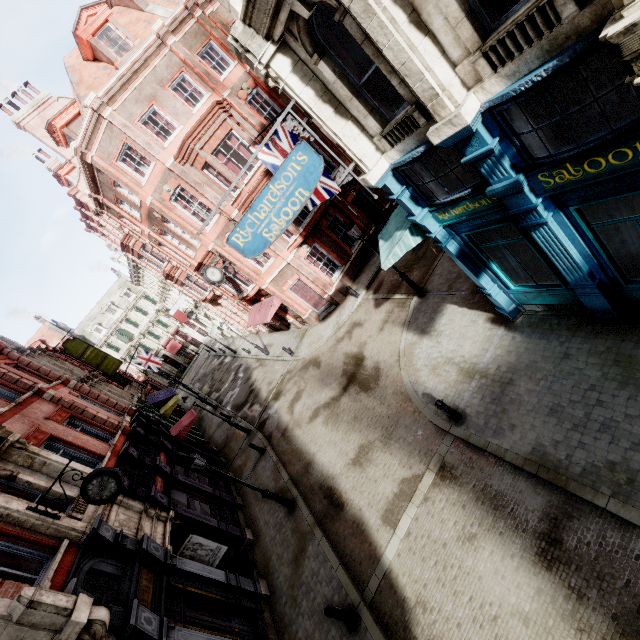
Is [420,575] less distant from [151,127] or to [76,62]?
[151,127]

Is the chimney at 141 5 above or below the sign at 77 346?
above

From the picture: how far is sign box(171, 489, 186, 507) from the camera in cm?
1352

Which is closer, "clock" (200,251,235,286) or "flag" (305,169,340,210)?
"flag" (305,169,340,210)

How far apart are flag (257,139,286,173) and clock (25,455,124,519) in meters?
10.8

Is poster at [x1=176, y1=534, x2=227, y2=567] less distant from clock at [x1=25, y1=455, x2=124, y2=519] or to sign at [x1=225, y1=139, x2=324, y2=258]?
clock at [x1=25, y1=455, x2=124, y2=519]

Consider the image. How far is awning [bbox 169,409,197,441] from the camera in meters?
19.5 m

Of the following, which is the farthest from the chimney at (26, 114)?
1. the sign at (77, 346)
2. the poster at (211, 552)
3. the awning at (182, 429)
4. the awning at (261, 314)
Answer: the poster at (211, 552)
